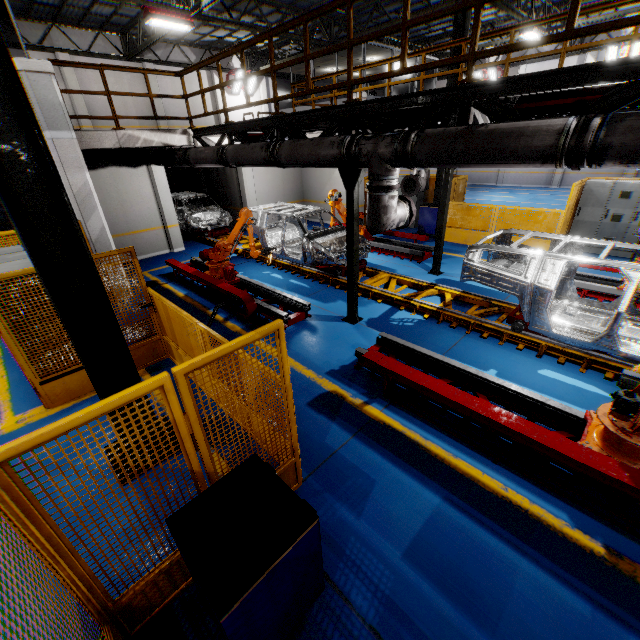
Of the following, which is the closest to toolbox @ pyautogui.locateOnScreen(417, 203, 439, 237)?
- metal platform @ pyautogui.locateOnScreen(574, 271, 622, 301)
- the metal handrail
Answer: metal platform @ pyautogui.locateOnScreen(574, 271, 622, 301)

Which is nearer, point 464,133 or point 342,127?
point 464,133

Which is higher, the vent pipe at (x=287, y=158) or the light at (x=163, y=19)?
the light at (x=163, y=19)

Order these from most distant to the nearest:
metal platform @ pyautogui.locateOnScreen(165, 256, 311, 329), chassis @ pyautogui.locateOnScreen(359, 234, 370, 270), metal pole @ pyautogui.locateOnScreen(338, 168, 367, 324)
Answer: chassis @ pyautogui.locateOnScreen(359, 234, 370, 270) → metal platform @ pyautogui.locateOnScreen(165, 256, 311, 329) → metal pole @ pyautogui.locateOnScreen(338, 168, 367, 324)

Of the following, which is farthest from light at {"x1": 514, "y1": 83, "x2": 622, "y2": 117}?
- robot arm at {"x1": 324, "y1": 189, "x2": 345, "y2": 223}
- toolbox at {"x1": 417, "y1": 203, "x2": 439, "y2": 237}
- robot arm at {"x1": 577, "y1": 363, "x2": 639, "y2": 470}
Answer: toolbox at {"x1": 417, "y1": 203, "x2": 439, "y2": 237}

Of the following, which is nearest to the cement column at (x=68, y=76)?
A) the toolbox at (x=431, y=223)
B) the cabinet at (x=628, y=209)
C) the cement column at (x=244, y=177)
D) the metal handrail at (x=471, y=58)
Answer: the cement column at (x=244, y=177)

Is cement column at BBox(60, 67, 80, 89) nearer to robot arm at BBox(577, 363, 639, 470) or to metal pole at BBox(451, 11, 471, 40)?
metal pole at BBox(451, 11, 471, 40)

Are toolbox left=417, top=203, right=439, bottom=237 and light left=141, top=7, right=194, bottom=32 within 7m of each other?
no
